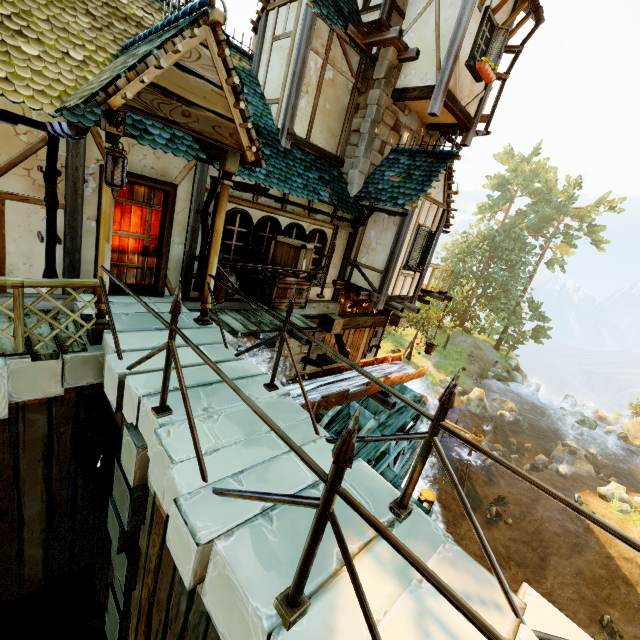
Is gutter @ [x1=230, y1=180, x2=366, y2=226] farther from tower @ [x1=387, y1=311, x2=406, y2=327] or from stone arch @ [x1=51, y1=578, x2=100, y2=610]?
stone arch @ [x1=51, y1=578, x2=100, y2=610]

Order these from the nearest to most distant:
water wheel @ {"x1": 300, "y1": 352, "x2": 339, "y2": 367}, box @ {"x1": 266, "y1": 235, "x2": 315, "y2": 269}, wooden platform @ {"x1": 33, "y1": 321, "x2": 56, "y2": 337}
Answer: wooden platform @ {"x1": 33, "y1": 321, "x2": 56, "y2": 337}
box @ {"x1": 266, "y1": 235, "x2": 315, "y2": 269}
water wheel @ {"x1": 300, "y1": 352, "x2": 339, "y2": 367}

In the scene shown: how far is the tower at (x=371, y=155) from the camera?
8.8 meters

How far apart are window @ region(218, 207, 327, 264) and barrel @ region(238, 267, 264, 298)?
0.2 meters

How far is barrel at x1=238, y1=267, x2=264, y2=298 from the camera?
7.07m

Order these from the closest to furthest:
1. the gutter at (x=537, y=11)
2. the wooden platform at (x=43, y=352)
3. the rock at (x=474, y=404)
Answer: the wooden platform at (x=43, y=352) → the gutter at (x=537, y=11) → the rock at (x=474, y=404)

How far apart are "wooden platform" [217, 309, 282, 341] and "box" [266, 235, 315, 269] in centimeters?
33cm

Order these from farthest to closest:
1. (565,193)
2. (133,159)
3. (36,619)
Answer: (565,193) → (36,619) → (133,159)
